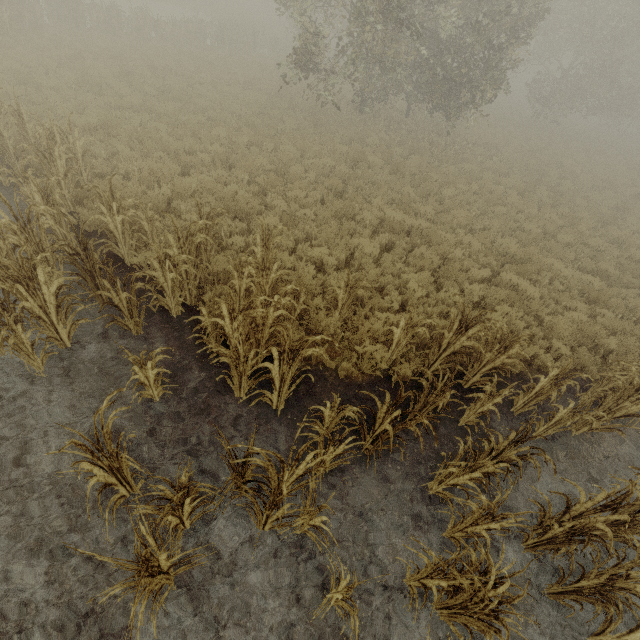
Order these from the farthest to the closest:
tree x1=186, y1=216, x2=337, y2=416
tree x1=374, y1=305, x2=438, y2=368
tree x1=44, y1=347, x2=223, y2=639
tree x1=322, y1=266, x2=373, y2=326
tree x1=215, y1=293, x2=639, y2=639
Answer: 1. tree x1=322, y1=266, x2=373, y2=326
2. tree x1=374, y1=305, x2=438, y2=368
3. tree x1=186, y1=216, x2=337, y2=416
4. tree x1=215, y1=293, x2=639, y2=639
5. tree x1=44, y1=347, x2=223, y2=639

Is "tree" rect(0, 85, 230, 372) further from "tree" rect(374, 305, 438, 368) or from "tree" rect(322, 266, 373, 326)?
"tree" rect(374, 305, 438, 368)

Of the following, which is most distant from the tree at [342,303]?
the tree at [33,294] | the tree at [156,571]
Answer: the tree at [33,294]

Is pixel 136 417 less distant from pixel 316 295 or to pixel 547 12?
pixel 316 295

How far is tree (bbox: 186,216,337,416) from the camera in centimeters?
436cm

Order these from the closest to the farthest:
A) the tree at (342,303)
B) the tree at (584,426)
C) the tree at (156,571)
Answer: the tree at (156,571)
the tree at (584,426)
the tree at (342,303)

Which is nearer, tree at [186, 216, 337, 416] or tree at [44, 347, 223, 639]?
tree at [44, 347, 223, 639]

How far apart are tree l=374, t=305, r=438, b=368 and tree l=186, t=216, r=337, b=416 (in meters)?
1.96
